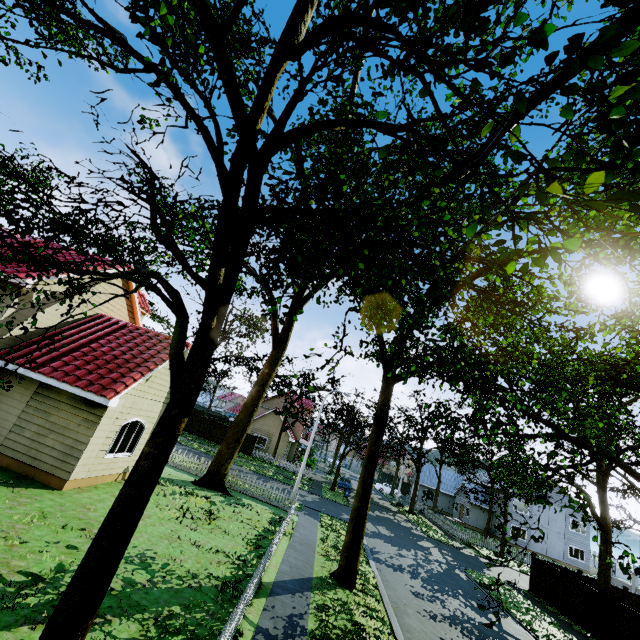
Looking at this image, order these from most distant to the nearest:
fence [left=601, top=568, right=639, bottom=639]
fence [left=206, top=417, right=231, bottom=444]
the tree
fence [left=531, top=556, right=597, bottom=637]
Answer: fence [left=206, top=417, right=231, bottom=444] < fence [left=531, top=556, right=597, bottom=637] < fence [left=601, top=568, right=639, bottom=639] < the tree

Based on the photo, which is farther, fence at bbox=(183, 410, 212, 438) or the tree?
fence at bbox=(183, 410, 212, 438)

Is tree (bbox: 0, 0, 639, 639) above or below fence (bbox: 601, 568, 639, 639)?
above

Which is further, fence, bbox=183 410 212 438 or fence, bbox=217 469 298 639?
fence, bbox=183 410 212 438

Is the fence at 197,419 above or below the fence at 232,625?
above

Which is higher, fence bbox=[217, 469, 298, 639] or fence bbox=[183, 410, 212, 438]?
fence bbox=[183, 410, 212, 438]

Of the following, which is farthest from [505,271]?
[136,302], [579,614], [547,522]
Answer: [547,522]

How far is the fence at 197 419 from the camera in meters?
39.7
